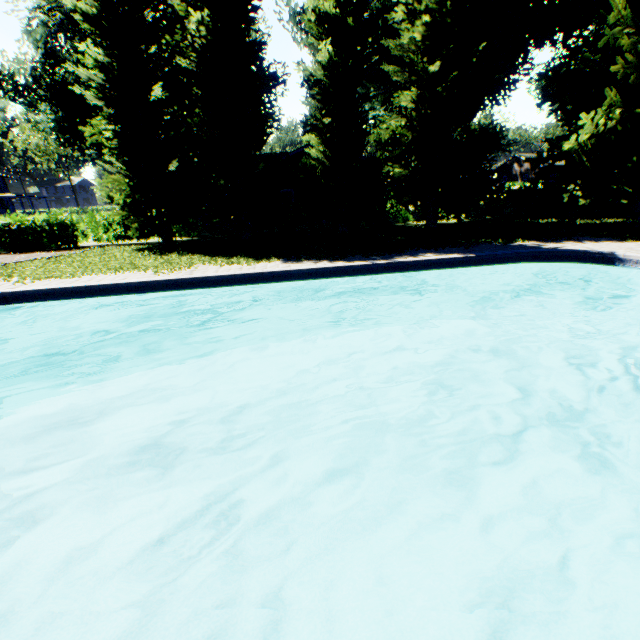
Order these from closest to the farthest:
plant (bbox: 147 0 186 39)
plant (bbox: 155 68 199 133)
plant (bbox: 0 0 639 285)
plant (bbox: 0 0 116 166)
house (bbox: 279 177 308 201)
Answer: plant (bbox: 0 0 639 285) < plant (bbox: 0 0 116 166) < house (bbox: 279 177 308 201) < plant (bbox: 147 0 186 39) < plant (bbox: 155 68 199 133)

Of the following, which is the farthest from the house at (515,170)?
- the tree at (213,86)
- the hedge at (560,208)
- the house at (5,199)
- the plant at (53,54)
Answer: the house at (5,199)

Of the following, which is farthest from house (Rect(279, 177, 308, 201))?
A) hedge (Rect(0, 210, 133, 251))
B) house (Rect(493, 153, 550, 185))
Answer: house (Rect(493, 153, 550, 185))

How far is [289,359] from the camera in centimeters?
970cm

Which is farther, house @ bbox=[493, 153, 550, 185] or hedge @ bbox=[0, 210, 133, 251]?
house @ bbox=[493, 153, 550, 185]

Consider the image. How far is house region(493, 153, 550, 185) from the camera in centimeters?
5055cm

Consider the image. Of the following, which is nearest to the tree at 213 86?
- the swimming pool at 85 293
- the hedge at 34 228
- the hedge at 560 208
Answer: the hedge at 34 228

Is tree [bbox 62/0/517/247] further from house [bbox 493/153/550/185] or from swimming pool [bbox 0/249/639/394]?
house [bbox 493/153/550/185]
